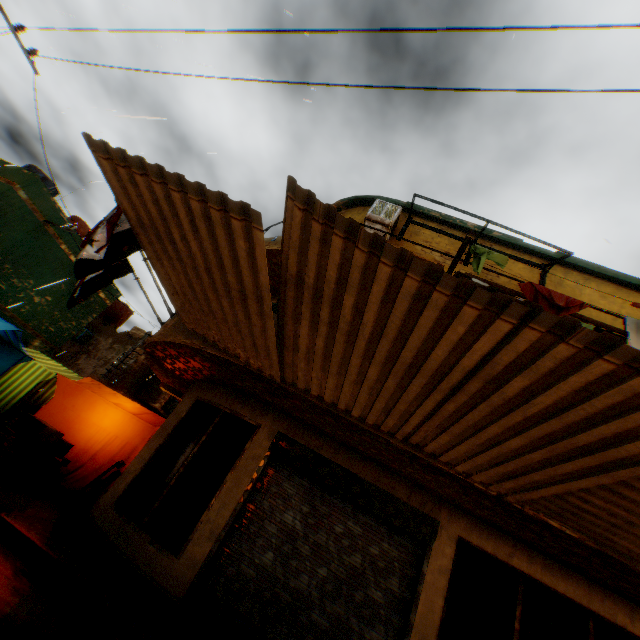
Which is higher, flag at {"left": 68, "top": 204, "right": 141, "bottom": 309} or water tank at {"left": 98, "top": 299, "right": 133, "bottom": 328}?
water tank at {"left": 98, "top": 299, "right": 133, "bottom": 328}

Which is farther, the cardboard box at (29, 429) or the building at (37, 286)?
the building at (37, 286)

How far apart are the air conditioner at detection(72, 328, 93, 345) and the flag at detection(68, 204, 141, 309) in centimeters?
1448cm

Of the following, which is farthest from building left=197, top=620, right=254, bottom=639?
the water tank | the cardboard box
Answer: the water tank

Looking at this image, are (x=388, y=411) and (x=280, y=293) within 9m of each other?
yes

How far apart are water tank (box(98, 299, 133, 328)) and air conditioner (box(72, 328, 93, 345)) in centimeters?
250cm

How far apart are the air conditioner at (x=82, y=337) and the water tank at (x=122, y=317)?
2.5 meters

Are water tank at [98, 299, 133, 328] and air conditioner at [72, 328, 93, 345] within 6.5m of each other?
yes
